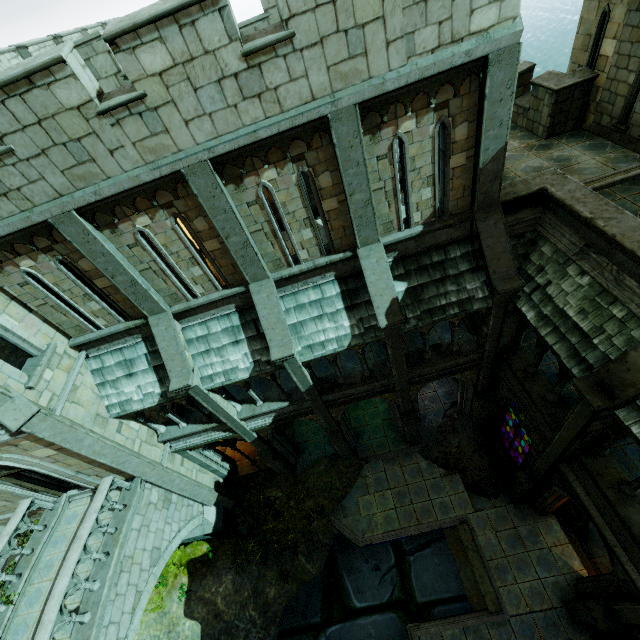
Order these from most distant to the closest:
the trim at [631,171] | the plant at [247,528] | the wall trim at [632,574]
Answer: the plant at [247,528], the trim at [631,171], the wall trim at [632,574]

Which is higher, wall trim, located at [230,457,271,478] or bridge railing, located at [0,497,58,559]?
bridge railing, located at [0,497,58,559]

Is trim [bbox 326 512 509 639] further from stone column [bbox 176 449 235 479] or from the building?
stone column [bbox 176 449 235 479]

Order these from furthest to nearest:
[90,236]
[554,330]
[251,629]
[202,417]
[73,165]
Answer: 1. [251,629]
2. [202,417]
3. [554,330]
4. [90,236]
5. [73,165]

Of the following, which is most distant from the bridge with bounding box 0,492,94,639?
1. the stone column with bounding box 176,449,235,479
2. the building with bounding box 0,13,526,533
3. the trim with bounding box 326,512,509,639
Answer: the trim with bounding box 326,512,509,639

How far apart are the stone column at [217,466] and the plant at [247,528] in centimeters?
123cm

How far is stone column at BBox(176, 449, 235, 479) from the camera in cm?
1366

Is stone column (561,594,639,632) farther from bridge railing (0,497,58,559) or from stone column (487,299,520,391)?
bridge railing (0,497,58,559)
